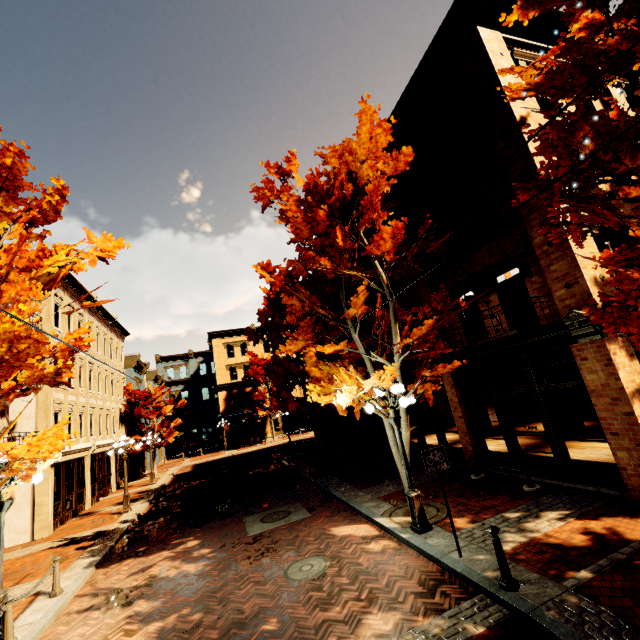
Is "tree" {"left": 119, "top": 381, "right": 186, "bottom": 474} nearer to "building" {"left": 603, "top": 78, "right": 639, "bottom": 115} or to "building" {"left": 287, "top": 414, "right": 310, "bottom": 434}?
"building" {"left": 287, "top": 414, "right": 310, "bottom": 434}

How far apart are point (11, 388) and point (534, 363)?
12.49m

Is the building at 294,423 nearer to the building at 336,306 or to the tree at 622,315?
the tree at 622,315

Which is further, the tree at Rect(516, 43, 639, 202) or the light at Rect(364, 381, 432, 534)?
the light at Rect(364, 381, 432, 534)

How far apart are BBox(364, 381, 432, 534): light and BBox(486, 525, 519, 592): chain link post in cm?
237

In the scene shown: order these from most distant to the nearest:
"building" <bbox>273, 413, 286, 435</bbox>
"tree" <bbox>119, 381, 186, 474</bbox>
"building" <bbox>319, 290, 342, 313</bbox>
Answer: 1. "building" <bbox>273, 413, 286, 435</bbox>
2. "tree" <bbox>119, 381, 186, 474</bbox>
3. "building" <bbox>319, 290, 342, 313</bbox>

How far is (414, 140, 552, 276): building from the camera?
8.5m

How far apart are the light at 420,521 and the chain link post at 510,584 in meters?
2.4
